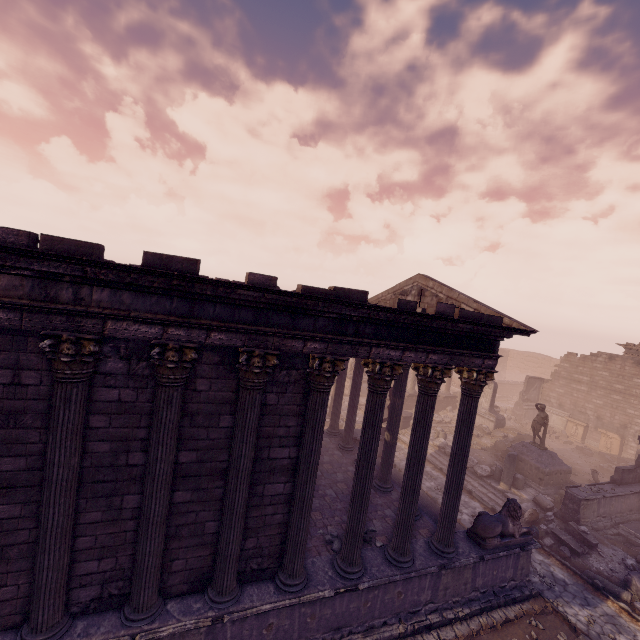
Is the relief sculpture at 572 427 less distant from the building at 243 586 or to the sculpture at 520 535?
the building at 243 586

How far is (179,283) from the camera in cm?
485

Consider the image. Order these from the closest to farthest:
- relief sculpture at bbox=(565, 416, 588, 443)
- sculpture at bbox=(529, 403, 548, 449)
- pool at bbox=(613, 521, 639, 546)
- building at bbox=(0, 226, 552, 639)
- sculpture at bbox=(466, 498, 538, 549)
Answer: building at bbox=(0, 226, 552, 639)
sculpture at bbox=(466, 498, 538, 549)
pool at bbox=(613, 521, 639, 546)
sculpture at bbox=(529, 403, 548, 449)
relief sculpture at bbox=(565, 416, 588, 443)

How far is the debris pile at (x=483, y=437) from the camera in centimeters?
1837cm

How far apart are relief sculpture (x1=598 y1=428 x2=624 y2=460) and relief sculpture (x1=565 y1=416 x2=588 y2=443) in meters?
0.7

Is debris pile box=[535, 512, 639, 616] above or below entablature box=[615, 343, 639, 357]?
below

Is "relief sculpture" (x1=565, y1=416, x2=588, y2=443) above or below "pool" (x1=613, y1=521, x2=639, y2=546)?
above

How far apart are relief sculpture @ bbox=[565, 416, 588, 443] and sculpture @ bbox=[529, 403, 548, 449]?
11.30m
